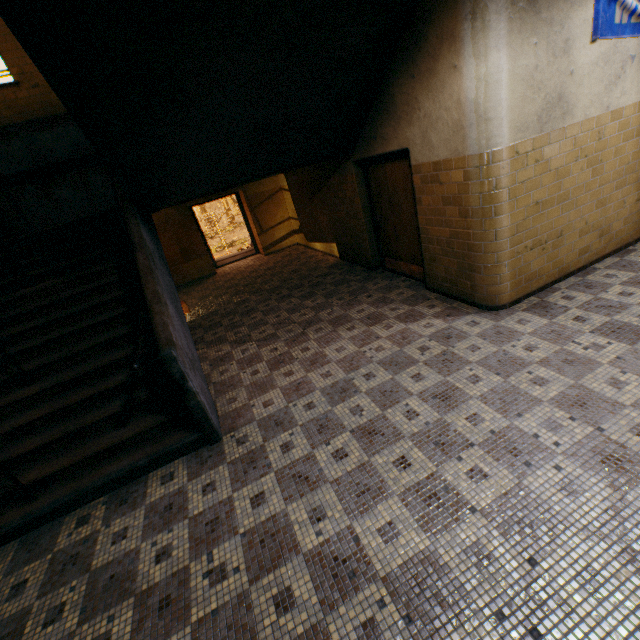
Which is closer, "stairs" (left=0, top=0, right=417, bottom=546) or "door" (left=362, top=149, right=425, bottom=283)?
"stairs" (left=0, top=0, right=417, bottom=546)

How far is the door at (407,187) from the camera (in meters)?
→ 5.15

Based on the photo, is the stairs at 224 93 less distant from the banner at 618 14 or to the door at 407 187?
the door at 407 187

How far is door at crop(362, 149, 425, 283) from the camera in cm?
515

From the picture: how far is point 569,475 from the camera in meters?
2.3 m

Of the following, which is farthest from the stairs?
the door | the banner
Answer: the banner

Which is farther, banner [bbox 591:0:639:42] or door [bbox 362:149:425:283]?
door [bbox 362:149:425:283]

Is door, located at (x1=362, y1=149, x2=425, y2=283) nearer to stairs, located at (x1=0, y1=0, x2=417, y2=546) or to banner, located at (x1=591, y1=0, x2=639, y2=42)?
stairs, located at (x1=0, y1=0, x2=417, y2=546)
